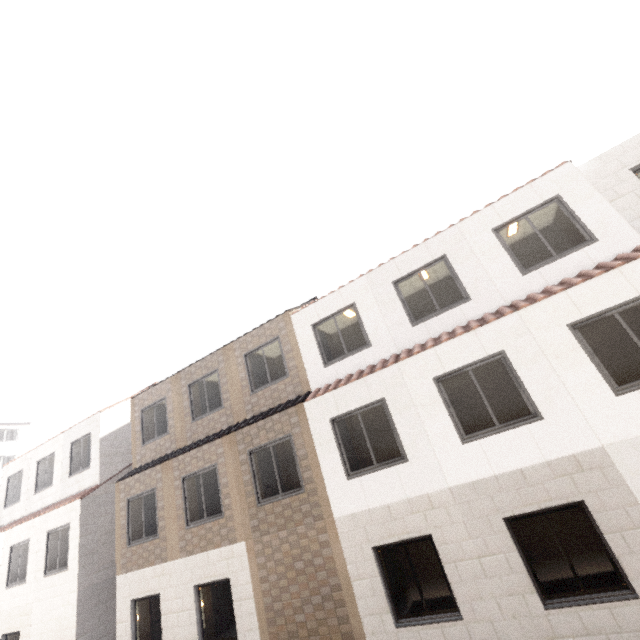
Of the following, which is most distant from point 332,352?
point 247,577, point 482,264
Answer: point 247,577
